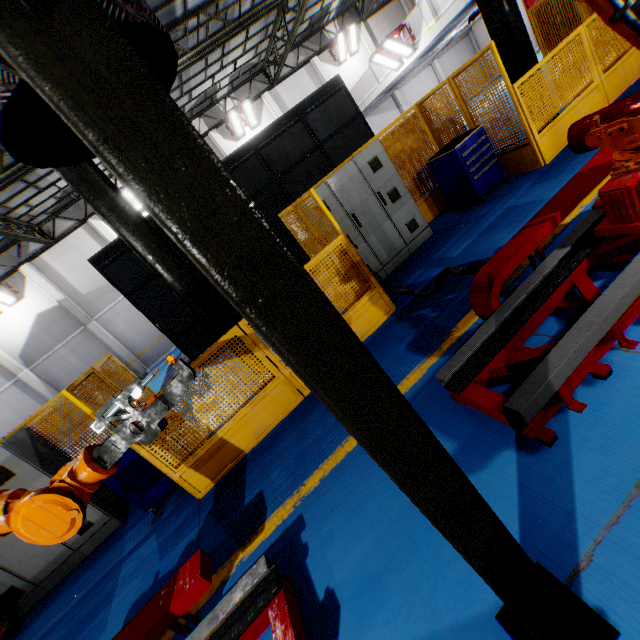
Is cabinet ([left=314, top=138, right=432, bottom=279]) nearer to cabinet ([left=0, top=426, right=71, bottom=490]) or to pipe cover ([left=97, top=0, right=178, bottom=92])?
pipe cover ([left=97, top=0, right=178, bottom=92])

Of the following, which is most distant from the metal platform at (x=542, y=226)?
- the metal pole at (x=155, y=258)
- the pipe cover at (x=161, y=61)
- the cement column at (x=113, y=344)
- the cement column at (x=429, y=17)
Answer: the cement column at (x=113, y=344)

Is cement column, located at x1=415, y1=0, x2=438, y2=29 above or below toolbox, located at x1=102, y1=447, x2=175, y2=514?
above

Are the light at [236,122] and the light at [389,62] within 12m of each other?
yes

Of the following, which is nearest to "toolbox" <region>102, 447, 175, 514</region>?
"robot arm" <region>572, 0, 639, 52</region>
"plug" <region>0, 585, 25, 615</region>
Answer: "plug" <region>0, 585, 25, 615</region>

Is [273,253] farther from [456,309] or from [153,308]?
[153,308]

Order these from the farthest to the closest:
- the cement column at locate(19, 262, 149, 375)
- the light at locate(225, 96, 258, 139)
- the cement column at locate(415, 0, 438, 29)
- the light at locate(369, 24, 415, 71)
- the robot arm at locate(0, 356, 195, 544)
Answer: the light at locate(225, 96, 258, 139)
the cement column at locate(19, 262, 149, 375)
the light at locate(369, 24, 415, 71)
the cement column at locate(415, 0, 438, 29)
the robot arm at locate(0, 356, 195, 544)

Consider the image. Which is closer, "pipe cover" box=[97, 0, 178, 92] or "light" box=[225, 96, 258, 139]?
"pipe cover" box=[97, 0, 178, 92]
